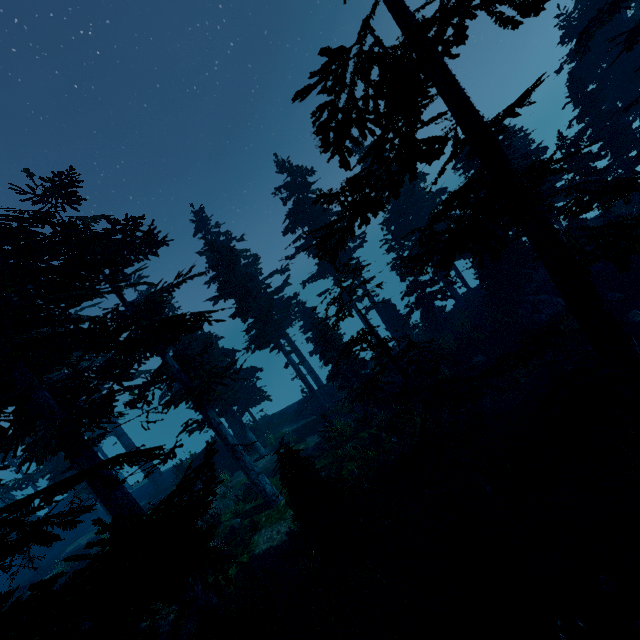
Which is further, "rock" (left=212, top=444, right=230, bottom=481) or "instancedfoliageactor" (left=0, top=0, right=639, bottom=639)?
"rock" (left=212, top=444, right=230, bottom=481)

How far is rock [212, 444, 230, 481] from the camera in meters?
24.6

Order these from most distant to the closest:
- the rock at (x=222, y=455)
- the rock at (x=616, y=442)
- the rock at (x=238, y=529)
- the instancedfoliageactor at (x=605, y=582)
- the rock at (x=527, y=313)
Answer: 1. the rock at (x=222, y=455)
2. the rock at (x=527, y=313)
3. the rock at (x=238, y=529)
4. the rock at (x=616, y=442)
5. the instancedfoliageactor at (x=605, y=582)

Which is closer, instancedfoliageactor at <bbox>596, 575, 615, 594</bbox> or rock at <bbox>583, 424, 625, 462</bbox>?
instancedfoliageactor at <bbox>596, 575, 615, 594</bbox>

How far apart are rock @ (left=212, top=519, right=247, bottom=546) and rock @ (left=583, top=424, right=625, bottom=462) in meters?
15.0 m

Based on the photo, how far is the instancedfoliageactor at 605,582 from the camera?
8.2 meters

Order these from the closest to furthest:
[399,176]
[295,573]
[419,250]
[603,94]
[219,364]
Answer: [399,176] < [295,573] < [603,94] < [419,250] < [219,364]
